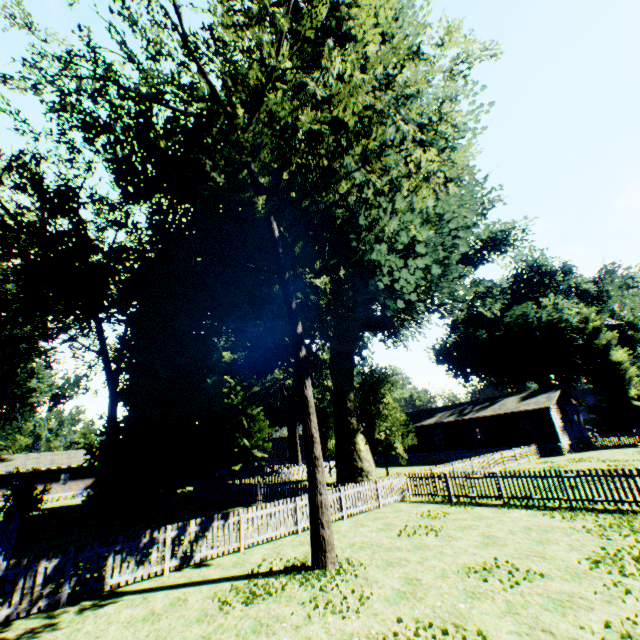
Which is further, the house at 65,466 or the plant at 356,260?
the house at 65,466

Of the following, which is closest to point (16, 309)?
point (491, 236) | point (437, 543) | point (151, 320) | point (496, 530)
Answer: point (151, 320)

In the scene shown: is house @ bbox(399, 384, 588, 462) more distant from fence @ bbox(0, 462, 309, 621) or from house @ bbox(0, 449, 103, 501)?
house @ bbox(0, 449, 103, 501)

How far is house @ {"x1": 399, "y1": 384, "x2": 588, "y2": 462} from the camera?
31.66m

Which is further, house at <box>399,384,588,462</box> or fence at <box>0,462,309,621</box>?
house at <box>399,384,588,462</box>

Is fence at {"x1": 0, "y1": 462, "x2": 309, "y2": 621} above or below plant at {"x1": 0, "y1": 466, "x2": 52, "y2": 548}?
below

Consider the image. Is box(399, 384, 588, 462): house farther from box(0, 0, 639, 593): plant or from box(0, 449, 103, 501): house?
box(0, 449, 103, 501): house

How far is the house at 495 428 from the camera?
31.7 meters
